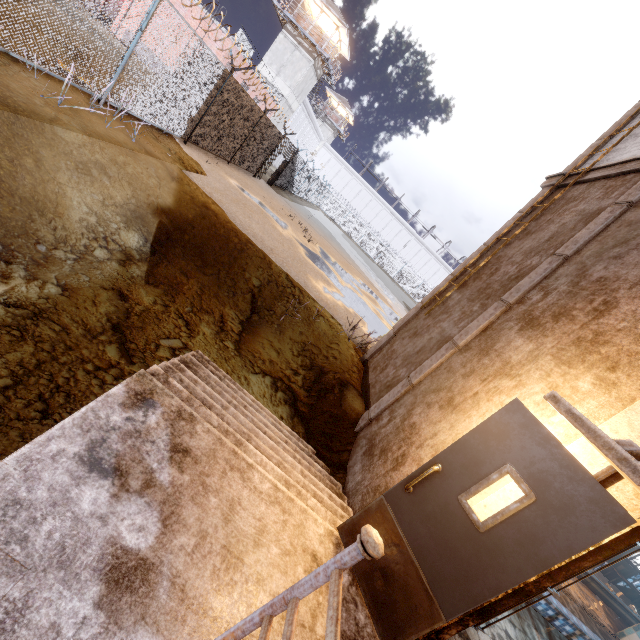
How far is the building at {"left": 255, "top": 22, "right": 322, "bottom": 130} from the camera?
30.7 meters

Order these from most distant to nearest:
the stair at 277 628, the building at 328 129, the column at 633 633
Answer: the building at 328 129
the column at 633 633
the stair at 277 628

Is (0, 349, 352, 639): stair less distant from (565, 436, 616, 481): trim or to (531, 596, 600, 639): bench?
(565, 436, 616, 481): trim

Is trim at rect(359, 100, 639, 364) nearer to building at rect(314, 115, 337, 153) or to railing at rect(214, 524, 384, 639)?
railing at rect(214, 524, 384, 639)

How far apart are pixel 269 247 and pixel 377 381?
5.27m

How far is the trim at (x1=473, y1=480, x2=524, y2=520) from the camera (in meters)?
2.69

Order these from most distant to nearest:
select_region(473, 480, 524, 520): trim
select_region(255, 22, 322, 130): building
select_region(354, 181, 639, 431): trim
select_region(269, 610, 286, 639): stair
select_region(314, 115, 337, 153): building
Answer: select_region(314, 115, 337, 153): building
select_region(255, 22, 322, 130): building
select_region(354, 181, 639, 431): trim
select_region(473, 480, 524, 520): trim
select_region(269, 610, 286, 639): stair

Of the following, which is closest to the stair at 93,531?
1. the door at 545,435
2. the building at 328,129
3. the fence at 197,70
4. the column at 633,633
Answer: the door at 545,435
